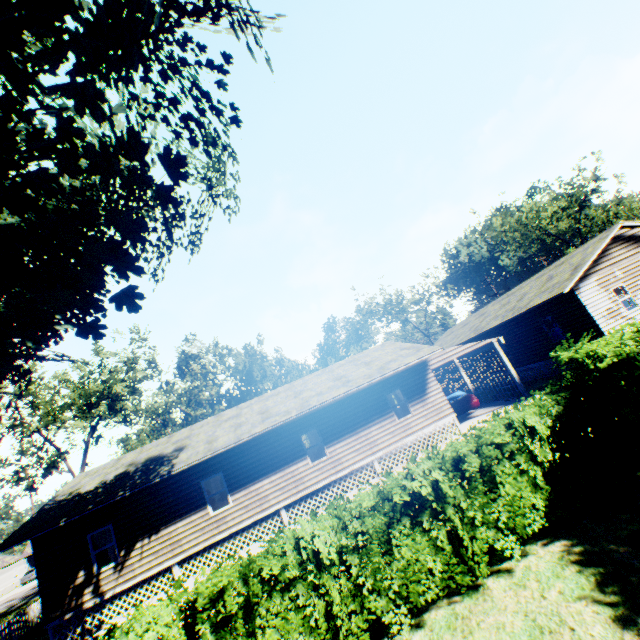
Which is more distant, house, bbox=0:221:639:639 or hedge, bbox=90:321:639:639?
house, bbox=0:221:639:639

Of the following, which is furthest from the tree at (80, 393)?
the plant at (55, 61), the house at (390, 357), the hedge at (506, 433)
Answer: the hedge at (506, 433)

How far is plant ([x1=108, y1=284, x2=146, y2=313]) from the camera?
7.3 meters

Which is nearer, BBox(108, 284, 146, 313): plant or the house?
BBox(108, 284, 146, 313): plant

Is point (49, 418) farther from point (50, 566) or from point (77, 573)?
point (77, 573)

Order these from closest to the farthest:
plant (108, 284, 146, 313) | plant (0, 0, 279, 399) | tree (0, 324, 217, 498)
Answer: plant (0, 0, 279, 399), plant (108, 284, 146, 313), tree (0, 324, 217, 498)

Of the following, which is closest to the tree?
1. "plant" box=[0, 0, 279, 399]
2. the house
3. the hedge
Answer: the house

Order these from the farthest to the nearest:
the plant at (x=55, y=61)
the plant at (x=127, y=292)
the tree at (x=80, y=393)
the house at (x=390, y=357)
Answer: the tree at (x=80, y=393) → the house at (x=390, y=357) → the plant at (x=127, y=292) → the plant at (x=55, y=61)
